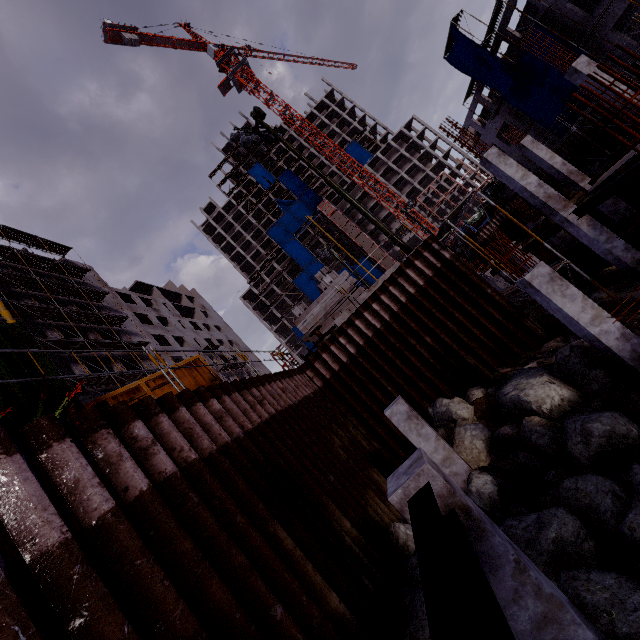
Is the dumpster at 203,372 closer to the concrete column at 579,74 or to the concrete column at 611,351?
the concrete column at 611,351

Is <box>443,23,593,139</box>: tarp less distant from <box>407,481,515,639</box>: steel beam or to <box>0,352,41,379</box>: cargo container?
<box>407,481,515,639</box>: steel beam

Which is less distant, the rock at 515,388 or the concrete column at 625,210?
the rock at 515,388

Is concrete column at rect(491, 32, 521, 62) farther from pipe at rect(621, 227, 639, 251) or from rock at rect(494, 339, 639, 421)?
rock at rect(494, 339, 639, 421)

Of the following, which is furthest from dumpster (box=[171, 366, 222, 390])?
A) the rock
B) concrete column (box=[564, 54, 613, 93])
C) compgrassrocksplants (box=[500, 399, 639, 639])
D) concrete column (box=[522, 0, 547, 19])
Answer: concrete column (box=[522, 0, 547, 19])

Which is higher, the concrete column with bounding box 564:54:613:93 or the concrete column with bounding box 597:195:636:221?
the concrete column with bounding box 564:54:613:93

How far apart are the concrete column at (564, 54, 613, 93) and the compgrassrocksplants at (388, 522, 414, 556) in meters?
16.1

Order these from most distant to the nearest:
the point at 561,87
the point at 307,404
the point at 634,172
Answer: the point at 561,87, the point at 307,404, the point at 634,172
